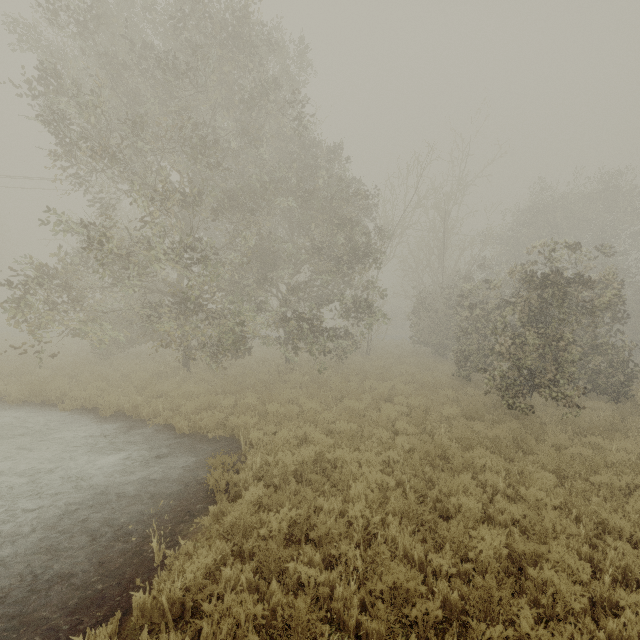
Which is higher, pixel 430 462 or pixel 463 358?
pixel 463 358
